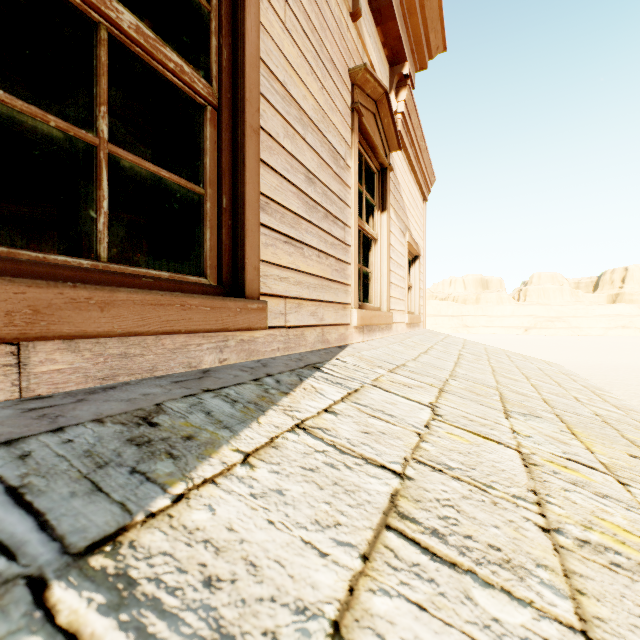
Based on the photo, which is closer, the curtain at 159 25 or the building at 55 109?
the curtain at 159 25

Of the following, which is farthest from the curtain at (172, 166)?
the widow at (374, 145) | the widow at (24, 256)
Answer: the widow at (374, 145)

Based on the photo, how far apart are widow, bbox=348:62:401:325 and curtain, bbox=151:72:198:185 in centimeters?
138cm

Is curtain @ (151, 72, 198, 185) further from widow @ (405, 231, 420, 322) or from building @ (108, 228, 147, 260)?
widow @ (405, 231, 420, 322)

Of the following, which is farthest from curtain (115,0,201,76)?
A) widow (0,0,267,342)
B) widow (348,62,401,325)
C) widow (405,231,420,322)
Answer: widow (405,231,420,322)

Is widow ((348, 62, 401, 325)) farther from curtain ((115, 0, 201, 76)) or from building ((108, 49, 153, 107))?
curtain ((115, 0, 201, 76))

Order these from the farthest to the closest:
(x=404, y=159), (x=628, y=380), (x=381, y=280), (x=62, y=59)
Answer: (x=628, y=380) < (x=404, y=159) < (x=381, y=280) < (x=62, y=59)

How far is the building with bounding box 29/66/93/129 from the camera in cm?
314
